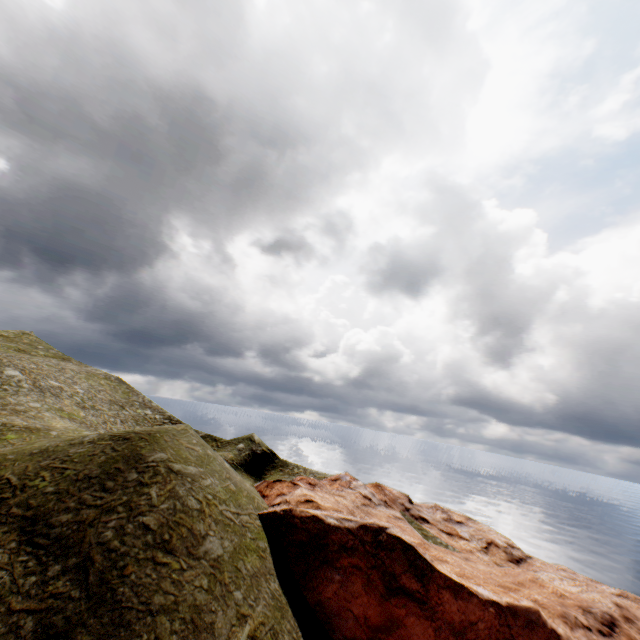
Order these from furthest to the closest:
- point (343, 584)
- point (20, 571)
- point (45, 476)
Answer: point (343, 584) < point (45, 476) < point (20, 571)
